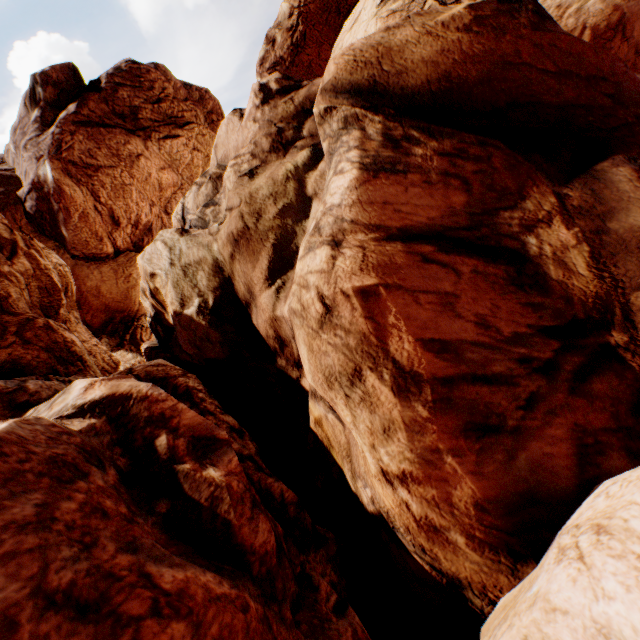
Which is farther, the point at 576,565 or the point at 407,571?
the point at 407,571
